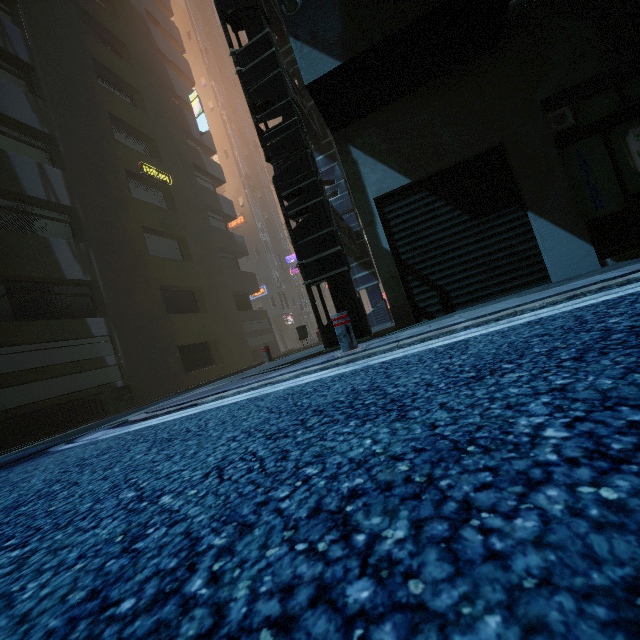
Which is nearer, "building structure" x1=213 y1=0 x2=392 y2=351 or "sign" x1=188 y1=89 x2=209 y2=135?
"building structure" x1=213 y1=0 x2=392 y2=351

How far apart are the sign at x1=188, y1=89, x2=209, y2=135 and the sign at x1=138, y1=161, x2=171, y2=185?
6.94m

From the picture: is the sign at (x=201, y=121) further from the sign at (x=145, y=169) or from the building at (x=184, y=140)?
the sign at (x=145, y=169)

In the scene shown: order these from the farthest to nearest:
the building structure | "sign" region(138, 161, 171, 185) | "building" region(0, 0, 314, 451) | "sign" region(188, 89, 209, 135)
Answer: "sign" region(188, 89, 209, 135)
"sign" region(138, 161, 171, 185)
"building" region(0, 0, 314, 451)
the building structure

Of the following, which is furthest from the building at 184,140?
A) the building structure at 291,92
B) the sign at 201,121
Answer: the sign at 201,121

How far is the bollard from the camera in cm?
434

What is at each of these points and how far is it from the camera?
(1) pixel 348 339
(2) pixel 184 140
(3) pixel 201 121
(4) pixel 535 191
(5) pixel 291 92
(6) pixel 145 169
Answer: (1) bollard, 4.34m
(2) building, 21.38m
(3) sign, 23.16m
(4) building, 5.27m
(5) building structure, 6.55m
(6) sign, 16.77m

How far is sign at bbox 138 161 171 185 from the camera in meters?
16.6
